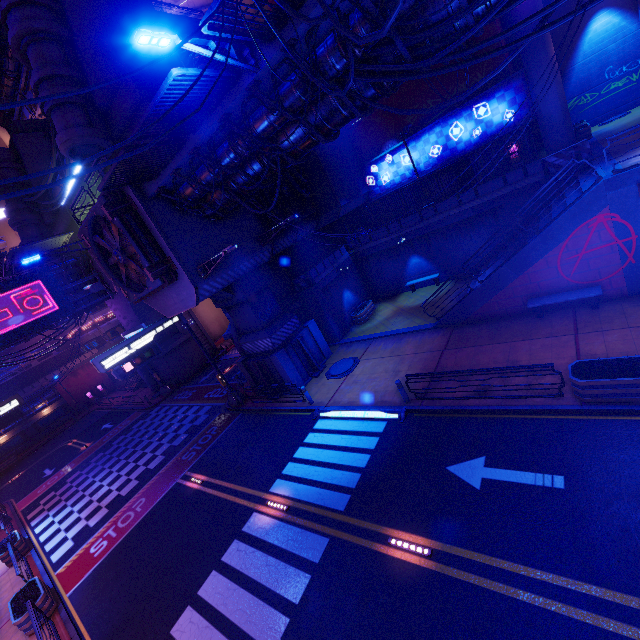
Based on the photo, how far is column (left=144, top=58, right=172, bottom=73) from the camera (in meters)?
19.06

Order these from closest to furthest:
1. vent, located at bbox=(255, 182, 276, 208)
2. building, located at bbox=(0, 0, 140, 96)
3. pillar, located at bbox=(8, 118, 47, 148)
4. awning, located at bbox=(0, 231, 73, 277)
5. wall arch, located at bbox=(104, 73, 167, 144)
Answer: building, located at bbox=(0, 0, 140, 96)
wall arch, located at bbox=(104, 73, 167, 144)
vent, located at bbox=(255, 182, 276, 208)
awning, located at bbox=(0, 231, 73, 277)
pillar, located at bbox=(8, 118, 47, 148)

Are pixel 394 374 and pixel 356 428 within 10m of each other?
yes

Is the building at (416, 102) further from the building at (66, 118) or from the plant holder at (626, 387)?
the plant holder at (626, 387)

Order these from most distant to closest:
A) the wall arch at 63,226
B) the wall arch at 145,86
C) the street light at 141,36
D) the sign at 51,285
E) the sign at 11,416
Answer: the wall arch at 63,226, the sign at 51,285, the sign at 11,416, the wall arch at 145,86, the street light at 141,36

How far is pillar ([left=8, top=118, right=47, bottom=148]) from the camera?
28.3 meters

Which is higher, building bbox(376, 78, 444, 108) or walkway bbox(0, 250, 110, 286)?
walkway bbox(0, 250, 110, 286)

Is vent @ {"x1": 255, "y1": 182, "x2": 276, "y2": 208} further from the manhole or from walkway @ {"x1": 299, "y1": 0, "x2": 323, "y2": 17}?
the manhole
